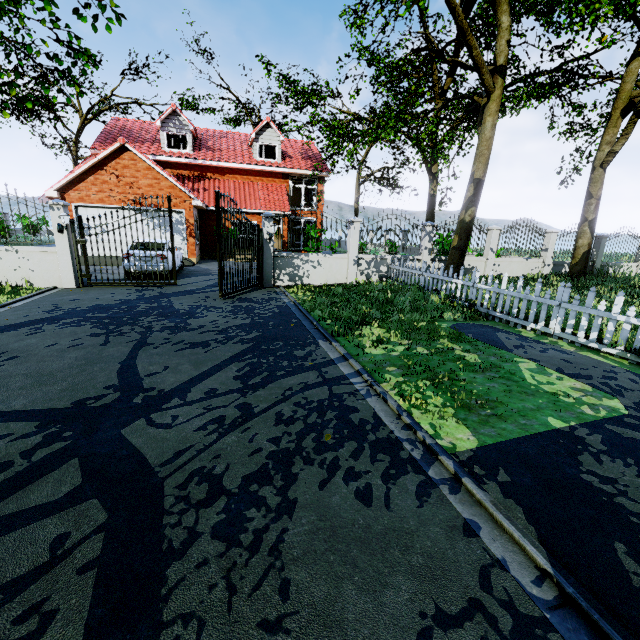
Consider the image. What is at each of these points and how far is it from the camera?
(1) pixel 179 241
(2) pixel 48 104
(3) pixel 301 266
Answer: (1) garage door, 17.6 meters
(2) tree, 20.5 meters
(3) fence, 12.2 meters

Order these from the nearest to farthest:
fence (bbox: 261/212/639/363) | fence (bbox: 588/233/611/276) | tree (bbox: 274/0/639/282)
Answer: fence (bbox: 261/212/639/363) → tree (bbox: 274/0/639/282) → fence (bbox: 588/233/611/276)

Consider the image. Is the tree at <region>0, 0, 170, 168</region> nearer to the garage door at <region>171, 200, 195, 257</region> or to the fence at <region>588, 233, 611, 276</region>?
the fence at <region>588, 233, 611, 276</region>

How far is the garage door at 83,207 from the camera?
15.8m

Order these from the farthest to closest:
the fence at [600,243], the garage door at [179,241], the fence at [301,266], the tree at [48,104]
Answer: the garage door at [179,241] < the fence at [600,243] < the fence at [301,266] < the tree at [48,104]

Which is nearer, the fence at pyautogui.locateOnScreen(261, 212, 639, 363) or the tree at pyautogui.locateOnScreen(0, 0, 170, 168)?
the tree at pyautogui.locateOnScreen(0, 0, 170, 168)

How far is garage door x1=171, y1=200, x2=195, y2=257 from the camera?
17.1m
